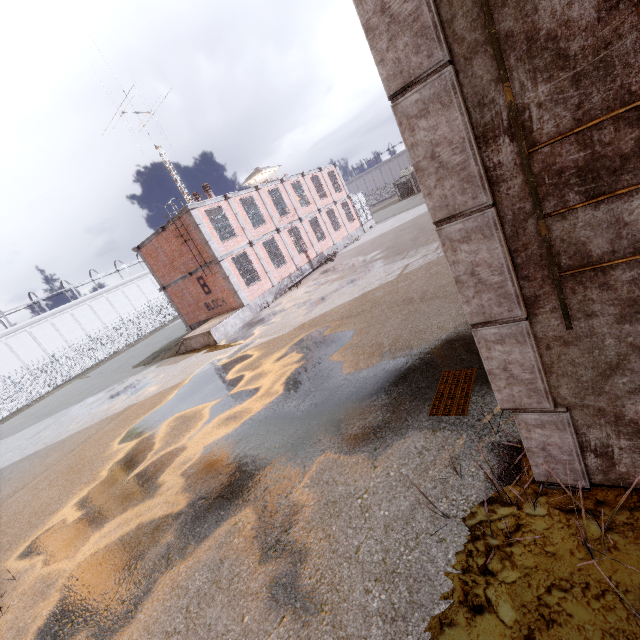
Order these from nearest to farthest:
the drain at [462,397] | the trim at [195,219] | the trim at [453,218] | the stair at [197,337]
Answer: the trim at [453,218], the drain at [462,397], the stair at [197,337], the trim at [195,219]

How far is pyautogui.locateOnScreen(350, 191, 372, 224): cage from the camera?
32.1m

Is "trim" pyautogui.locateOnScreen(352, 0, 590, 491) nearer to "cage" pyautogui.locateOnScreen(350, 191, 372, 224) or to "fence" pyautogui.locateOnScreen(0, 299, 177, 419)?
"fence" pyautogui.locateOnScreen(0, 299, 177, 419)

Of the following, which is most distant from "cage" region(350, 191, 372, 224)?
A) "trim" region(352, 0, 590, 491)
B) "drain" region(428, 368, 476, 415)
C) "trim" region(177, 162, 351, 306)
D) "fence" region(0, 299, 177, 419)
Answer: "drain" region(428, 368, 476, 415)

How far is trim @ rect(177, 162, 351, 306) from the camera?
18.0m

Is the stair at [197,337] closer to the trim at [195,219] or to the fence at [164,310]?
the trim at [195,219]

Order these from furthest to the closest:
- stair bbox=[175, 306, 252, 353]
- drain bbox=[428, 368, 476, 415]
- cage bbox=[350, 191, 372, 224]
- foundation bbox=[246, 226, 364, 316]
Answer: cage bbox=[350, 191, 372, 224] < foundation bbox=[246, 226, 364, 316] < stair bbox=[175, 306, 252, 353] < drain bbox=[428, 368, 476, 415]

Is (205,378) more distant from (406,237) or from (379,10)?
(406,237)
